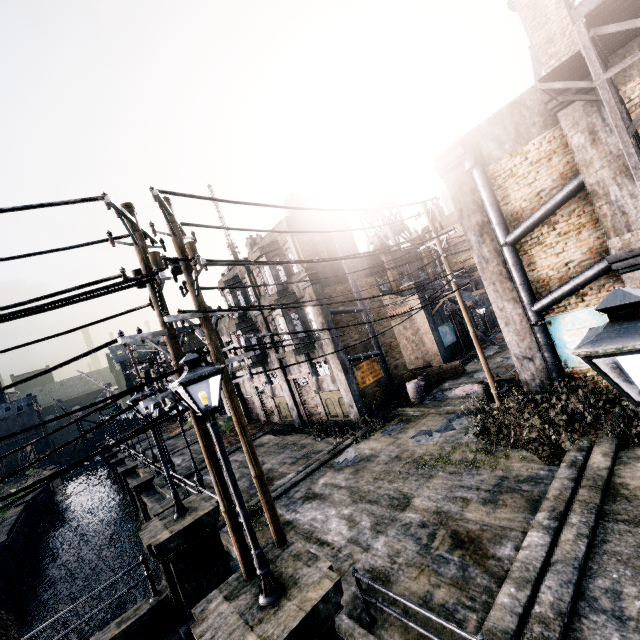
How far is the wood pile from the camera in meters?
23.5

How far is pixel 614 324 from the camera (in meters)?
2.91

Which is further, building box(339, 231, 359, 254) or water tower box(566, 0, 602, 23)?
building box(339, 231, 359, 254)

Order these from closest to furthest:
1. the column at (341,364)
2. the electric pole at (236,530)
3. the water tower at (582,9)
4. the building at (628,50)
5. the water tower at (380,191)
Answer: the electric pole at (236,530) < the building at (628,50) < the water tower at (582,9) < the column at (341,364) < the water tower at (380,191)

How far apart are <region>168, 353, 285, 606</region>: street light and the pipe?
12.56m

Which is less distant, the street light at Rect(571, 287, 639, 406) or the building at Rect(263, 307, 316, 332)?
the street light at Rect(571, 287, 639, 406)

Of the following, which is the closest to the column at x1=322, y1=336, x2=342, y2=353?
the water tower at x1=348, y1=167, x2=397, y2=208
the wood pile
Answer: the wood pile

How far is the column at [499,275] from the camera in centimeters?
1361cm
